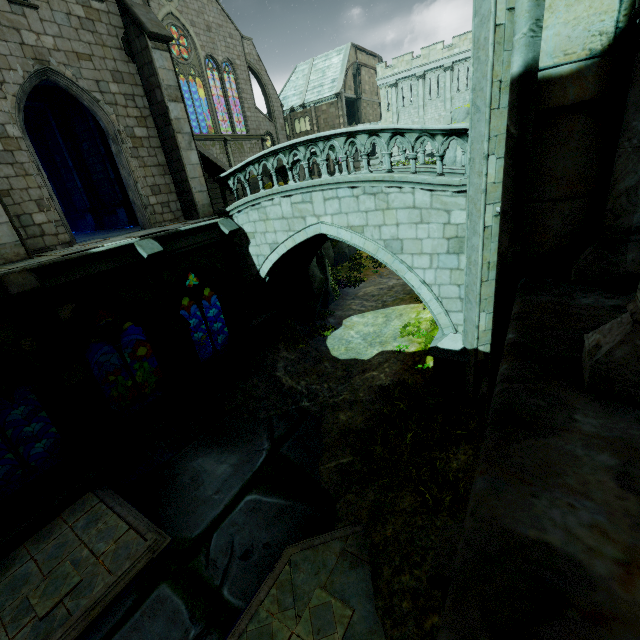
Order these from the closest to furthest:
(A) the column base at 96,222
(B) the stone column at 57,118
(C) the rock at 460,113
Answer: (B) the stone column at 57,118, (A) the column base at 96,222, (C) the rock at 460,113

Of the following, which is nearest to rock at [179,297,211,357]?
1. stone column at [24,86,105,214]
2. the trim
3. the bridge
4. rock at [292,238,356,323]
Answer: stone column at [24,86,105,214]

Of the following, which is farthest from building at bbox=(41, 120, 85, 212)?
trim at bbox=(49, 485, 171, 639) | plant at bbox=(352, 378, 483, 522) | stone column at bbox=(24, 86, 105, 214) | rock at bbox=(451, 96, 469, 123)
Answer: rock at bbox=(451, 96, 469, 123)

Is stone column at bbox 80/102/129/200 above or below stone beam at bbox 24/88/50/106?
below

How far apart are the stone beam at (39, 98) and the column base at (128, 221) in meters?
5.2

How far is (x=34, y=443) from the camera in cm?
1717

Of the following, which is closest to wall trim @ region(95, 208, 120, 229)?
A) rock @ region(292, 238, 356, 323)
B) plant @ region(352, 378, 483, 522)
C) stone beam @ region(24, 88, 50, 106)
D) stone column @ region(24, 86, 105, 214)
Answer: stone column @ region(24, 86, 105, 214)

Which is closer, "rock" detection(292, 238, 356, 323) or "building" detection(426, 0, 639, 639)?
"building" detection(426, 0, 639, 639)
